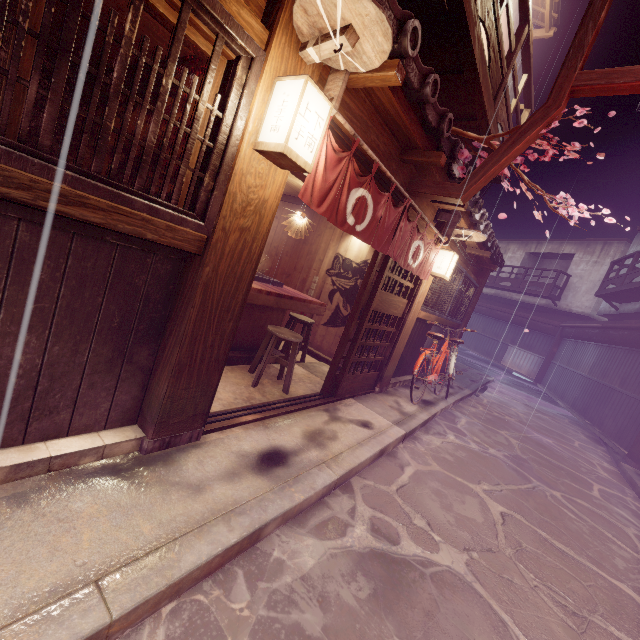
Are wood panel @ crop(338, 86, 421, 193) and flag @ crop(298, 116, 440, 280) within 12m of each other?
yes

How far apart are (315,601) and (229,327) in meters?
3.3

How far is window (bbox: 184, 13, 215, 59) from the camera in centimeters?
320cm

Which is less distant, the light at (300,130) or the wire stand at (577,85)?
the light at (300,130)

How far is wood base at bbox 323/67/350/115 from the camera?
3.92m

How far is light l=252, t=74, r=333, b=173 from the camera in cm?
340

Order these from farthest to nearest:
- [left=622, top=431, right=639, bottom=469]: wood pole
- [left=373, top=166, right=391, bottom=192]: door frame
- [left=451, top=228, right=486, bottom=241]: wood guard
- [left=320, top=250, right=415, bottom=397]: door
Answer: [left=622, top=431, right=639, bottom=469]: wood pole, [left=451, top=228, right=486, bottom=241]: wood guard, [left=320, top=250, right=415, bottom=397]: door, [left=373, top=166, right=391, bottom=192]: door frame

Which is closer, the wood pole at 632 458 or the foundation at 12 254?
the foundation at 12 254
